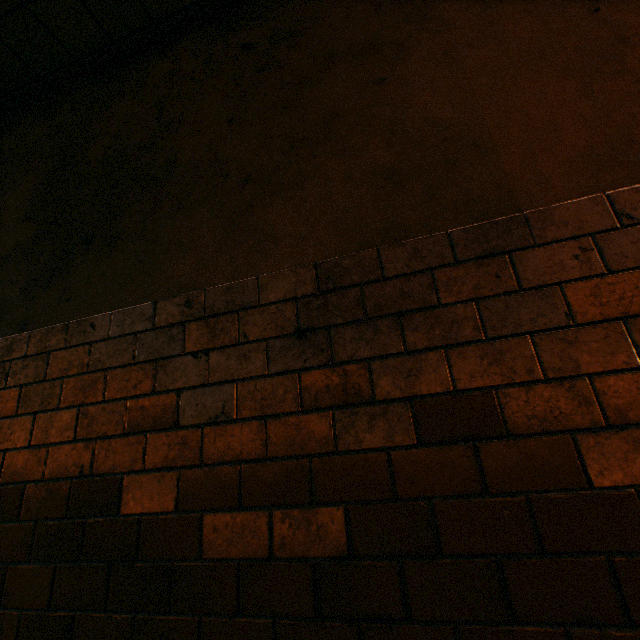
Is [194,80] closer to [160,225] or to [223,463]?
[160,225]
